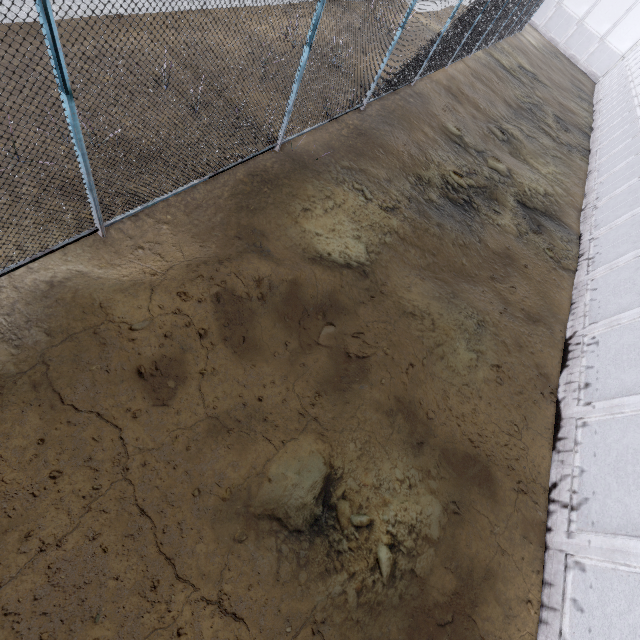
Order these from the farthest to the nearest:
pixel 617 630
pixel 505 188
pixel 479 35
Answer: pixel 479 35, pixel 505 188, pixel 617 630
